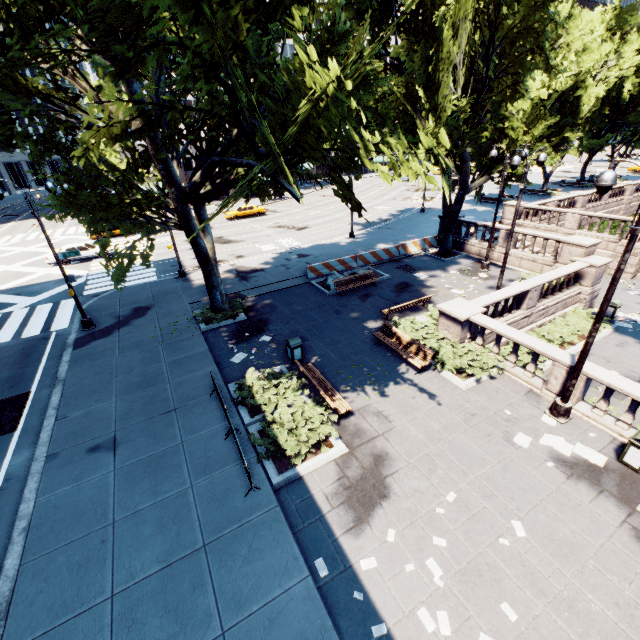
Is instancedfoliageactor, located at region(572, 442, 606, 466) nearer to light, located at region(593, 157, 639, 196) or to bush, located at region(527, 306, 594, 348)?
light, located at region(593, 157, 639, 196)

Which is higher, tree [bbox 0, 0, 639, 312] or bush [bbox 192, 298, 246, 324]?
tree [bbox 0, 0, 639, 312]

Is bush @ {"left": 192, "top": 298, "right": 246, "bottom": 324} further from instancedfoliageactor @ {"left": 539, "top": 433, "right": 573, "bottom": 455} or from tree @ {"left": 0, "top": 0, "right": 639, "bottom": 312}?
instancedfoliageactor @ {"left": 539, "top": 433, "right": 573, "bottom": 455}

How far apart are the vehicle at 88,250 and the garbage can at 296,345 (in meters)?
24.08

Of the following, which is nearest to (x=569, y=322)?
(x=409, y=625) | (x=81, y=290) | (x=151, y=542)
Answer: (x=409, y=625)

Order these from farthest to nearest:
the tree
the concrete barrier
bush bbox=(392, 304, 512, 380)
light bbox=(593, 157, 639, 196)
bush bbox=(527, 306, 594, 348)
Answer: the concrete barrier
bush bbox=(527, 306, 594, 348)
bush bbox=(392, 304, 512, 380)
light bbox=(593, 157, 639, 196)
the tree

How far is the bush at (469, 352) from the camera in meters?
12.3 m

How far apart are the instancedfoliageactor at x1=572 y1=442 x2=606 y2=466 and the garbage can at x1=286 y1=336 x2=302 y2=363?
8.6 meters
